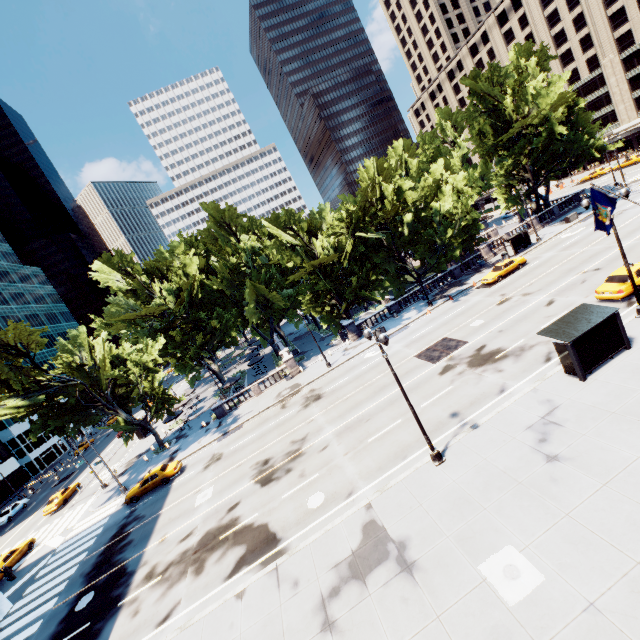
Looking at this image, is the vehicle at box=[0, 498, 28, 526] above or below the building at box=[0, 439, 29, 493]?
below

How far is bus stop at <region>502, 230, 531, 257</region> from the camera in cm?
4056

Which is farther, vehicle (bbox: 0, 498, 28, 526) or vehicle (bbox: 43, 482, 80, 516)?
vehicle (bbox: 0, 498, 28, 526)

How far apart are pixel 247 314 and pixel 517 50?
54.5m

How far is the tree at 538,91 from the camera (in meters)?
38.50

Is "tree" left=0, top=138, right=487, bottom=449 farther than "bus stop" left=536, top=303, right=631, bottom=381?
Yes

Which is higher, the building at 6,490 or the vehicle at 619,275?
the building at 6,490

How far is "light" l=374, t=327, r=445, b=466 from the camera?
13.4 meters
